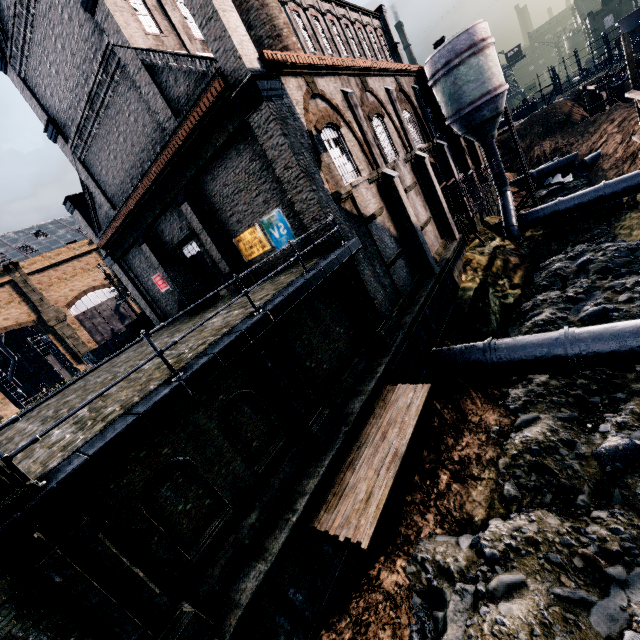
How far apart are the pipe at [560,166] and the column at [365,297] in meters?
40.1

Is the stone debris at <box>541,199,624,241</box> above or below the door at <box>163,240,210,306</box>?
below

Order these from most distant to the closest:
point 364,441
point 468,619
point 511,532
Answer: point 364,441
point 511,532
point 468,619

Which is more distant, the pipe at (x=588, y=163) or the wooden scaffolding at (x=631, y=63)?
the pipe at (x=588, y=163)

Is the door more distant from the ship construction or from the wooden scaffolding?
the ship construction

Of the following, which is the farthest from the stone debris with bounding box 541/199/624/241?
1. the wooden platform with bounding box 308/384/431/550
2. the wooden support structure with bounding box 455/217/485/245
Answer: the wooden support structure with bounding box 455/217/485/245

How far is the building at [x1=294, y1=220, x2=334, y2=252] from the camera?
13.5 meters

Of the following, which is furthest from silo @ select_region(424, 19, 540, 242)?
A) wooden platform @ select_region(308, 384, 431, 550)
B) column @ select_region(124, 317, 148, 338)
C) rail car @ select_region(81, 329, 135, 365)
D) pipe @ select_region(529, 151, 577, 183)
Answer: rail car @ select_region(81, 329, 135, 365)
